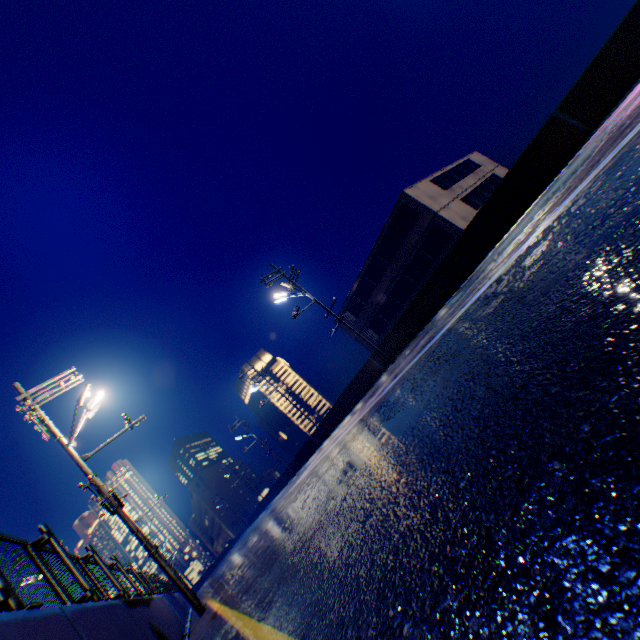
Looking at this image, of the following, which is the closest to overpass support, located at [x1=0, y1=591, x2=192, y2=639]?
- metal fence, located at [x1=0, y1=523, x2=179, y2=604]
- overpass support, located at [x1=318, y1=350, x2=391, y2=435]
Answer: metal fence, located at [x1=0, y1=523, x2=179, y2=604]

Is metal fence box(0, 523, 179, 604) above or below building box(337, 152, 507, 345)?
below

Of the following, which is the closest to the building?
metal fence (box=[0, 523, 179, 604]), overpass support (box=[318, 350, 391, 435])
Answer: overpass support (box=[318, 350, 391, 435])

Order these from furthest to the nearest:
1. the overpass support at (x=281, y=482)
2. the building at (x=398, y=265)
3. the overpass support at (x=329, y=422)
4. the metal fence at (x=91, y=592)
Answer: the overpass support at (x=281, y=482), the building at (x=398, y=265), the overpass support at (x=329, y=422), the metal fence at (x=91, y=592)

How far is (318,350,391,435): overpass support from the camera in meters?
19.8

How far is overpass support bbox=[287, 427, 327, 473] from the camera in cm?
2906

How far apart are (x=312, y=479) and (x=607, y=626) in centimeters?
945cm

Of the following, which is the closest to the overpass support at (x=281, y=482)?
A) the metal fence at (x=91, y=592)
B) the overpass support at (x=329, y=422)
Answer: the metal fence at (x=91, y=592)
